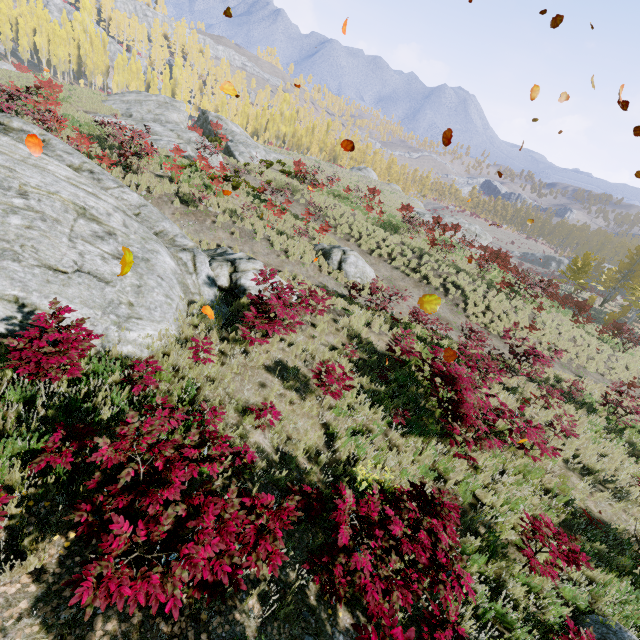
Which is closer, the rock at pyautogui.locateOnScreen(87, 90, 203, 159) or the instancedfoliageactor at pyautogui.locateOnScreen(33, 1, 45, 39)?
the rock at pyautogui.locateOnScreen(87, 90, 203, 159)

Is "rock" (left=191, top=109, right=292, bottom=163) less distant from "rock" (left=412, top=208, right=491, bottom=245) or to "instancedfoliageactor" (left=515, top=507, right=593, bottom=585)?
"instancedfoliageactor" (left=515, top=507, right=593, bottom=585)

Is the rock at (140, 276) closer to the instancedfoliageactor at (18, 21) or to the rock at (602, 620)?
the instancedfoliageactor at (18, 21)

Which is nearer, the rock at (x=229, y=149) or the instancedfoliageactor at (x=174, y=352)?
the instancedfoliageactor at (x=174, y=352)

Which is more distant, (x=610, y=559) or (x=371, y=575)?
(x=610, y=559)

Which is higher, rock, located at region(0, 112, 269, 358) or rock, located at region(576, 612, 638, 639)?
rock, located at region(0, 112, 269, 358)

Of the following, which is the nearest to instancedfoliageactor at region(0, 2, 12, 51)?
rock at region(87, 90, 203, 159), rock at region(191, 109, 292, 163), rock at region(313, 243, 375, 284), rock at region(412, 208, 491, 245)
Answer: rock at region(313, 243, 375, 284)

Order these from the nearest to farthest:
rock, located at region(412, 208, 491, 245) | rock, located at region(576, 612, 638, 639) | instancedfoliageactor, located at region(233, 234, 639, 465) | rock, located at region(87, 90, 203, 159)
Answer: rock, located at region(576, 612, 638, 639), instancedfoliageactor, located at region(233, 234, 639, 465), rock, located at region(87, 90, 203, 159), rock, located at region(412, 208, 491, 245)
